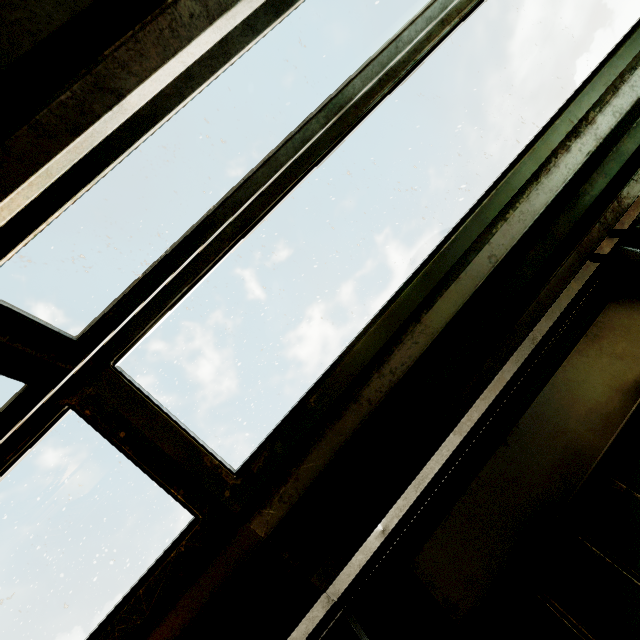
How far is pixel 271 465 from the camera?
1.2m
